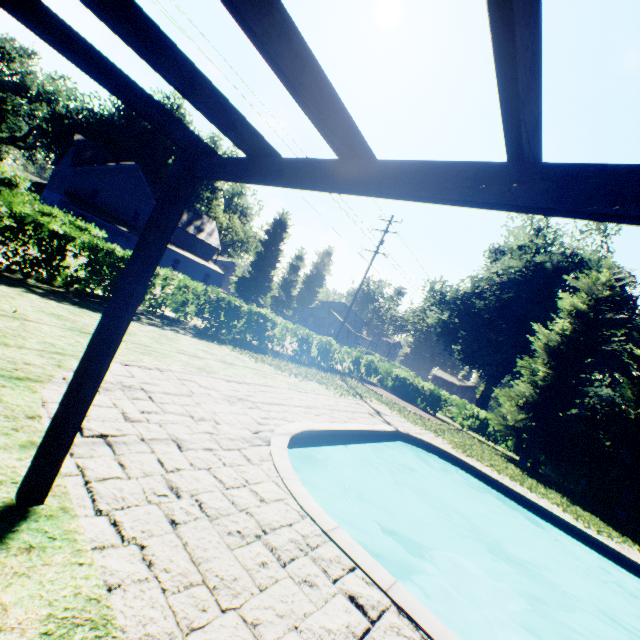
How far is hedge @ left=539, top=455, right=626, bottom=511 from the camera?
16.8 meters

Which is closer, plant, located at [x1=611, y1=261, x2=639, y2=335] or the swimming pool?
the swimming pool

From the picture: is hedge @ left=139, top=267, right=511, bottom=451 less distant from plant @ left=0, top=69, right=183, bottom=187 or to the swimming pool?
plant @ left=0, top=69, right=183, bottom=187

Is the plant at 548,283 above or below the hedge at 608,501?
above

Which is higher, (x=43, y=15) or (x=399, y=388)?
(x=43, y=15)

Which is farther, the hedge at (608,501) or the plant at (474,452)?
the hedge at (608,501)

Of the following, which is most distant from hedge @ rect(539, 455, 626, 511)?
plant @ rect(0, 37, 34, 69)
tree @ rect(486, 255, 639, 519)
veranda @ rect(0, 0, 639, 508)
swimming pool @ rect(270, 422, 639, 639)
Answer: veranda @ rect(0, 0, 639, 508)
